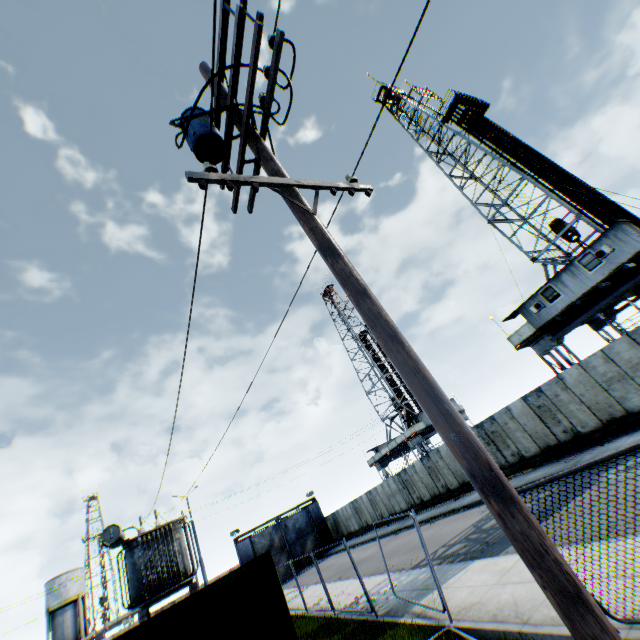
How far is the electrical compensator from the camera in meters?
15.0 m

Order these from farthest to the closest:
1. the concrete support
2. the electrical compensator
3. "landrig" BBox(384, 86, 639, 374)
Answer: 1. "landrig" BBox(384, 86, 639, 374)
2. the electrical compensator
3. the concrete support

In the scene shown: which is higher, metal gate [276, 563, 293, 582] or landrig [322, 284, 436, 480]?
landrig [322, 284, 436, 480]

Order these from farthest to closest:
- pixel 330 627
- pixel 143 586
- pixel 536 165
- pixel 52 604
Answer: pixel 52 604 → pixel 536 165 → pixel 143 586 → pixel 330 627

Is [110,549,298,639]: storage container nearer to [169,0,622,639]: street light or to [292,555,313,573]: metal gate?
[169,0,622,639]: street light

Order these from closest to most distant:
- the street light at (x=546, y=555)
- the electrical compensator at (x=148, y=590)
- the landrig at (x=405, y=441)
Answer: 1. the street light at (x=546, y=555)
2. the electrical compensator at (x=148, y=590)
3. the landrig at (x=405, y=441)

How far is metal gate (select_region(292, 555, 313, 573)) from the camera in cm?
3716

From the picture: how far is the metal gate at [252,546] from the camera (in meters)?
37.06
